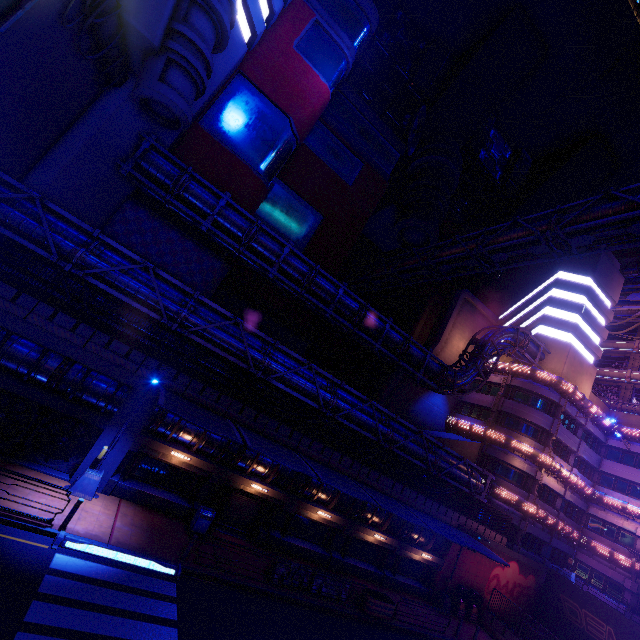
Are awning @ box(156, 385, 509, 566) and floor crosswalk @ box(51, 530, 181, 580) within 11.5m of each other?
yes

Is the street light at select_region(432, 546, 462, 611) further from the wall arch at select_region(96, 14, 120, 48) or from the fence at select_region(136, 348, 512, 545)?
the wall arch at select_region(96, 14, 120, 48)

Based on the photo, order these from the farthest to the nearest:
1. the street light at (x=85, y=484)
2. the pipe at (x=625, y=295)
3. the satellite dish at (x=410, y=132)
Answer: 1. the pipe at (x=625, y=295)
2. the satellite dish at (x=410, y=132)
3. the street light at (x=85, y=484)

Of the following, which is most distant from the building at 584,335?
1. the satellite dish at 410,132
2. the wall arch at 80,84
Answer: the satellite dish at 410,132

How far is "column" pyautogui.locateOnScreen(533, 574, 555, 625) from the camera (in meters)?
29.34

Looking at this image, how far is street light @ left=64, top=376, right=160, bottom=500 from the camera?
14.5m

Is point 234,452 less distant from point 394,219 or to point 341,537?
point 341,537

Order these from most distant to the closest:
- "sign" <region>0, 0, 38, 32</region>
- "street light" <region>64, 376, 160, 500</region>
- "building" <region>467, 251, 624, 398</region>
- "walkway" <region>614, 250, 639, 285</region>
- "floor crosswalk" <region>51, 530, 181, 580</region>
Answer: "walkway" <region>614, 250, 639, 285</region>
"building" <region>467, 251, 624, 398</region>
"street light" <region>64, 376, 160, 500</region>
"floor crosswalk" <region>51, 530, 181, 580</region>
"sign" <region>0, 0, 38, 32</region>
